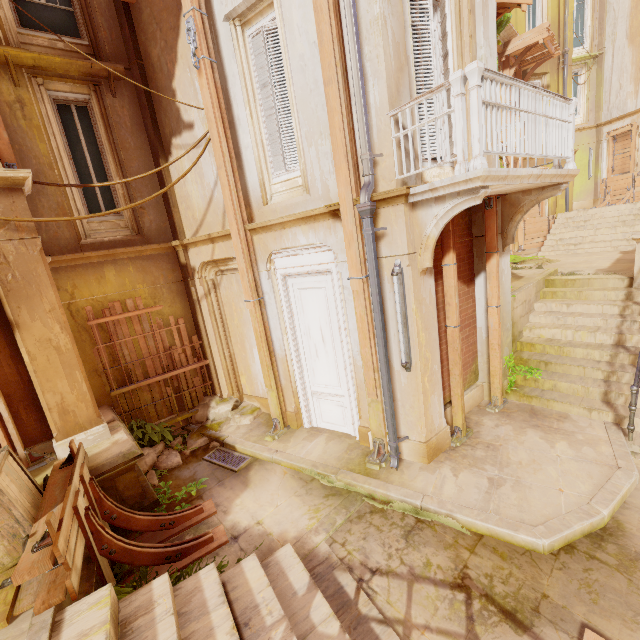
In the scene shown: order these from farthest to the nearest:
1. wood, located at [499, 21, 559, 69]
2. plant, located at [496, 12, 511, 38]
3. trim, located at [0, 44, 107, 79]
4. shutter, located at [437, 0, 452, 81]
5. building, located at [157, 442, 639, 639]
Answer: wood, located at [499, 21, 559, 69] < plant, located at [496, 12, 511, 38] < trim, located at [0, 44, 107, 79] < shutter, located at [437, 0, 452, 81] < building, located at [157, 442, 639, 639]

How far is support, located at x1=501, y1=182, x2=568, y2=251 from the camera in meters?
5.6 m

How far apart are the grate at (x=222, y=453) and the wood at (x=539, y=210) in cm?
1797

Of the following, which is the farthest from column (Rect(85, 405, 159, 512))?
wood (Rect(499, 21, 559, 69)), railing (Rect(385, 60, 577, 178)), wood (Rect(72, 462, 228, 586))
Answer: wood (Rect(499, 21, 559, 69))

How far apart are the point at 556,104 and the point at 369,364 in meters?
5.1

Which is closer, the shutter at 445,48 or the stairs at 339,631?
the stairs at 339,631

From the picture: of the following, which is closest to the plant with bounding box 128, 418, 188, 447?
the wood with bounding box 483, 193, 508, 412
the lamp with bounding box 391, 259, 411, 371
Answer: the lamp with bounding box 391, 259, 411, 371

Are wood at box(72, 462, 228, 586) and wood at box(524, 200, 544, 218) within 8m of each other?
no
